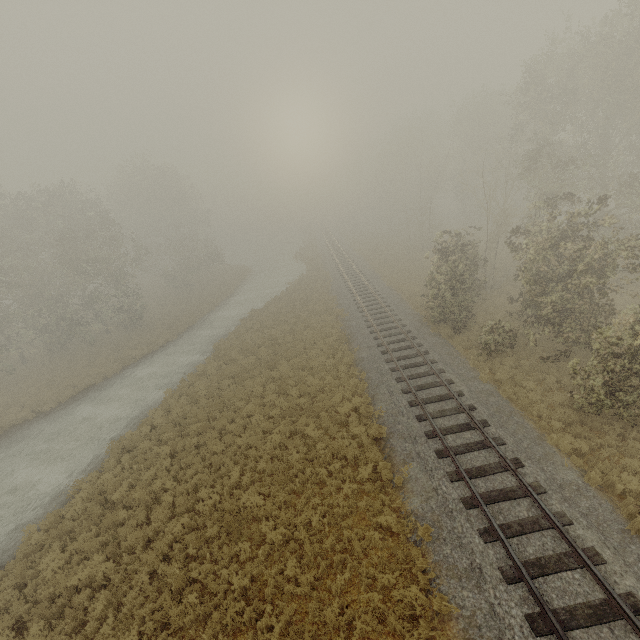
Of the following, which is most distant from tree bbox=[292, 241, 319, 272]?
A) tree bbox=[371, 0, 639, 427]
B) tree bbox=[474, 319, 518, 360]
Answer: tree bbox=[474, 319, 518, 360]

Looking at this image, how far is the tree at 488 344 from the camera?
16.55m

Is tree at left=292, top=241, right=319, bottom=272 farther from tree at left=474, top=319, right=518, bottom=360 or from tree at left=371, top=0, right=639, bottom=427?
tree at left=474, top=319, right=518, bottom=360

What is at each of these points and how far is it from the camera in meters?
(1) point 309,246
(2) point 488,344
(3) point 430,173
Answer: (1) tree, 56.2 m
(2) tree, 17.0 m
(3) tree, 37.6 m

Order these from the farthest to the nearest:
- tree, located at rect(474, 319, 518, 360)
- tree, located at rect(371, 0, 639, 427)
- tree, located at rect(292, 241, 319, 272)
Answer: tree, located at rect(292, 241, 319, 272), tree, located at rect(474, 319, 518, 360), tree, located at rect(371, 0, 639, 427)

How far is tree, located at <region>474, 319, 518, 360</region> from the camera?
16.55m

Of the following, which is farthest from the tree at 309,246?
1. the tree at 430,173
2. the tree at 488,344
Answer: the tree at 488,344

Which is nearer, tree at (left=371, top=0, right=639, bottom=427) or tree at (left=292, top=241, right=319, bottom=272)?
tree at (left=371, top=0, right=639, bottom=427)
